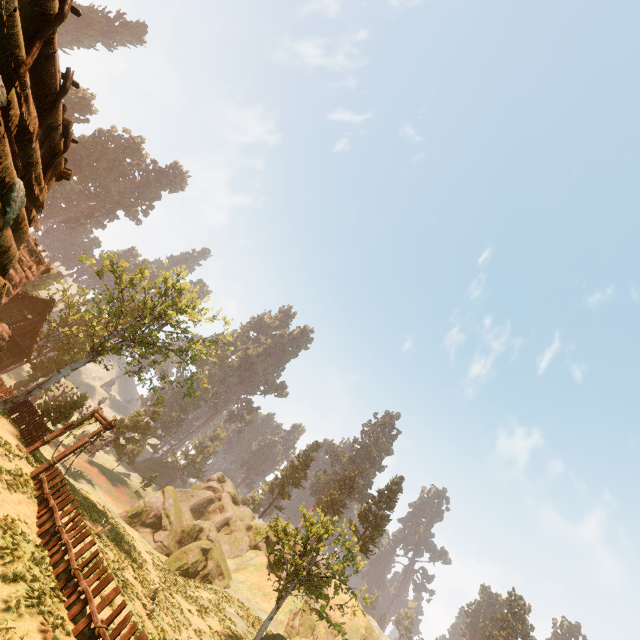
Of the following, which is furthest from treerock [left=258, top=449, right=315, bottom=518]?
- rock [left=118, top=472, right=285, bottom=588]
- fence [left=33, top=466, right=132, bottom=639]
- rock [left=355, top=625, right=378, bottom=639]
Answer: rock [left=355, top=625, right=378, bottom=639]

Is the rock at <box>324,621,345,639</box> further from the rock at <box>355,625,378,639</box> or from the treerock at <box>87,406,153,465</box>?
the treerock at <box>87,406,153,465</box>

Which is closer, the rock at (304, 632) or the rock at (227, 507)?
the rock at (304, 632)

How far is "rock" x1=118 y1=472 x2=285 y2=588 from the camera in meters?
30.7 m

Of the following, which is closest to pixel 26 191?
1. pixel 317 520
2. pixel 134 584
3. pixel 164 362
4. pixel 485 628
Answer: pixel 134 584

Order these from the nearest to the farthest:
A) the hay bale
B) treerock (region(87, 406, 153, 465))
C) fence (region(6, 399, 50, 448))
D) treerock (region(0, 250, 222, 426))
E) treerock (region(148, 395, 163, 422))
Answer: fence (region(6, 399, 50, 448)) → the hay bale → treerock (region(0, 250, 222, 426)) → treerock (region(148, 395, 163, 422)) → treerock (region(87, 406, 153, 465))

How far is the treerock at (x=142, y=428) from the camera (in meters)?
47.72

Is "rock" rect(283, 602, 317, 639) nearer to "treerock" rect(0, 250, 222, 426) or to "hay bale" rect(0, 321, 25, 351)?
"treerock" rect(0, 250, 222, 426)
